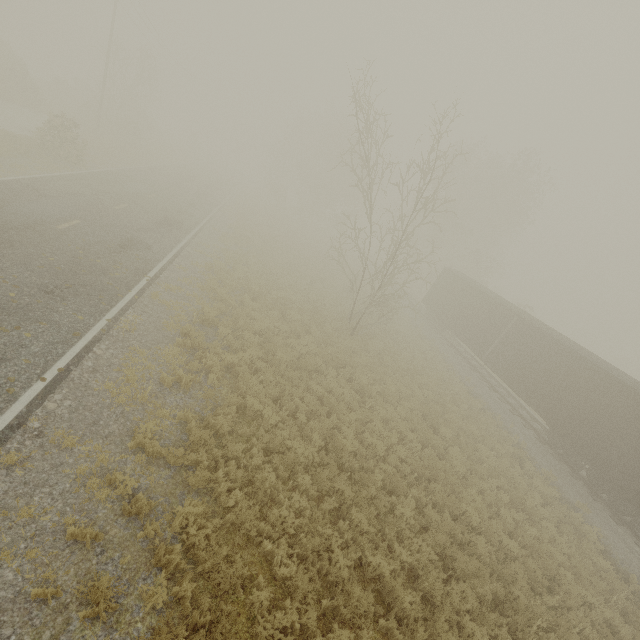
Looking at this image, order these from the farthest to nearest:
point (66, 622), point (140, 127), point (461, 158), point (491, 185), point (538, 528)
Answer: point (140, 127), point (461, 158), point (491, 185), point (538, 528), point (66, 622)
